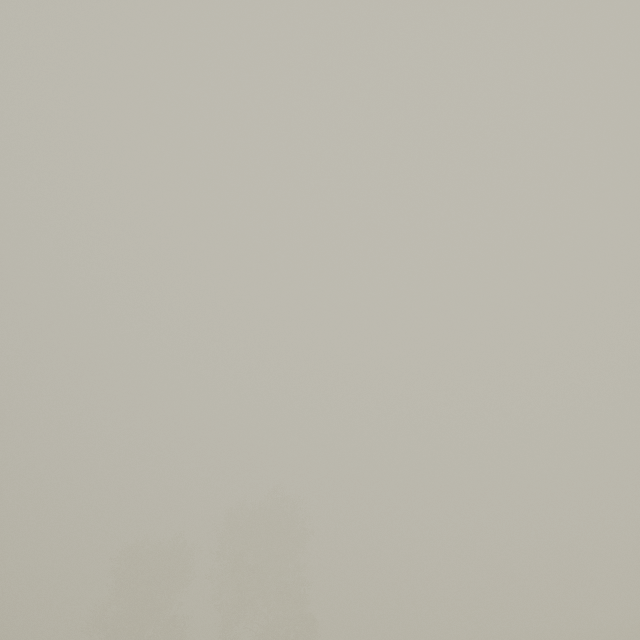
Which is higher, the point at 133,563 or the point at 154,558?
the point at 154,558
